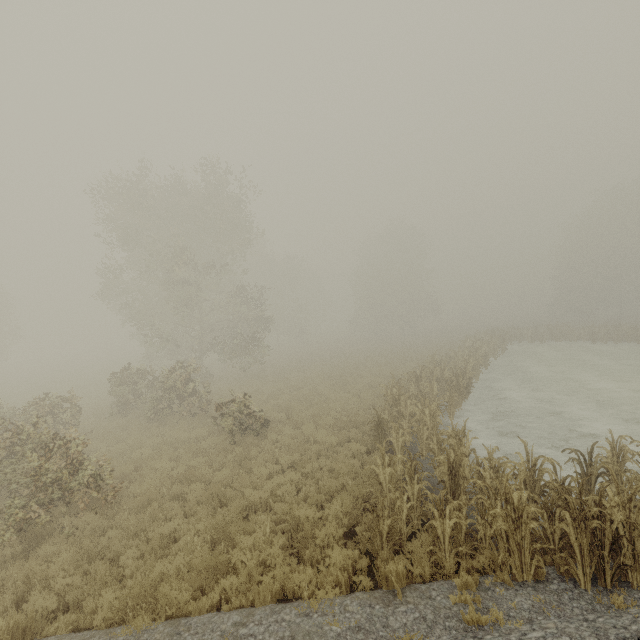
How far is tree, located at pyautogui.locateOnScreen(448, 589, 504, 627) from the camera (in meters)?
4.69

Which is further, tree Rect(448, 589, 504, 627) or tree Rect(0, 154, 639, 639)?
tree Rect(0, 154, 639, 639)

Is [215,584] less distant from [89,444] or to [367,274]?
[89,444]

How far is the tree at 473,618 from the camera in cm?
469

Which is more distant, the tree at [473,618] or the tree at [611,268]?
the tree at [611,268]
